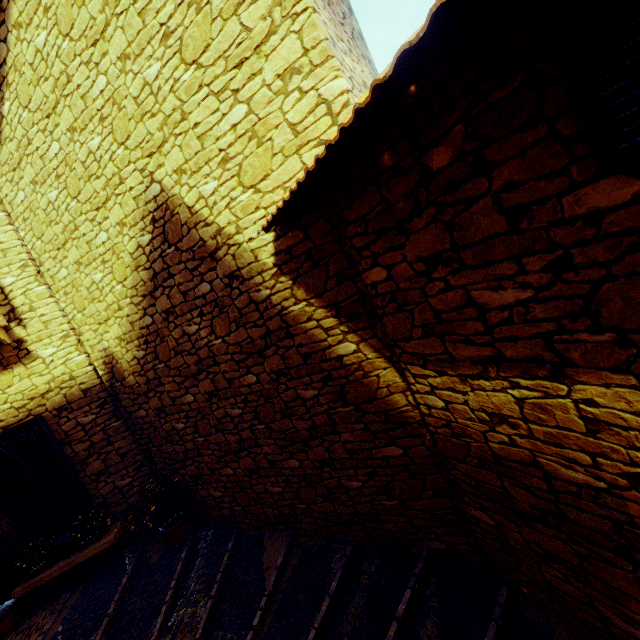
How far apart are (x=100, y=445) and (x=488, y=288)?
6.3m

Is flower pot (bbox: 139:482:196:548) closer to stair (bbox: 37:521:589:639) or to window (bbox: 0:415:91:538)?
stair (bbox: 37:521:589:639)

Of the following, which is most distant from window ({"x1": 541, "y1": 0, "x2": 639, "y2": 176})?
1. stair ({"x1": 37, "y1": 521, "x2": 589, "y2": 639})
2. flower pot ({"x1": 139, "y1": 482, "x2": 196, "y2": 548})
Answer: flower pot ({"x1": 139, "y1": 482, "x2": 196, "y2": 548})

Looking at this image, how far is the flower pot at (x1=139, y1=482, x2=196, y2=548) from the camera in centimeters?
510cm

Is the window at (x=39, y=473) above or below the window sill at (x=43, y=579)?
above

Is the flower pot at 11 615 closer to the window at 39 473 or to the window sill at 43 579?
the window sill at 43 579

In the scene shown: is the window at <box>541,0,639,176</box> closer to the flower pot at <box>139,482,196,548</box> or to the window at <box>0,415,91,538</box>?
the flower pot at <box>139,482,196,548</box>
